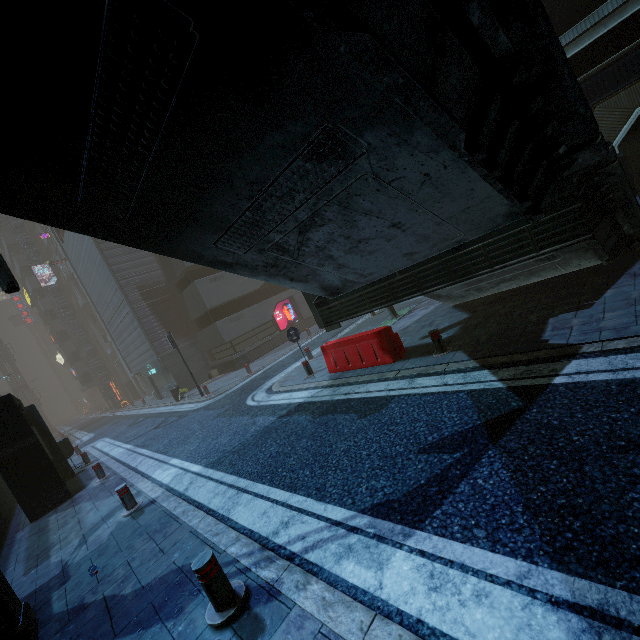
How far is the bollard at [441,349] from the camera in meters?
7.3

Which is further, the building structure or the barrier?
the building structure

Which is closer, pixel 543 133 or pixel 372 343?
pixel 543 133

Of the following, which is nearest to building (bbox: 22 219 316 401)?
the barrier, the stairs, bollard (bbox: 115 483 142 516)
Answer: bollard (bbox: 115 483 142 516)

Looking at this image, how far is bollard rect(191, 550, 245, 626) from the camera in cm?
327

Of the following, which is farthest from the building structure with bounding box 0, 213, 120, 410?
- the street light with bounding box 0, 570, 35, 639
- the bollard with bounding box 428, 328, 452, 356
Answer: the bollard with bounding box 428, 328, 452, 356

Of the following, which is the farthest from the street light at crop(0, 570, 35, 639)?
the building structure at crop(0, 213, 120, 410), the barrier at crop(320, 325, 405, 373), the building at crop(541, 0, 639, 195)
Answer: the building structure at crop(0, 213, 120, 410)

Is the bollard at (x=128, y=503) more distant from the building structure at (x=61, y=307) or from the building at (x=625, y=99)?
the building structure at (x=61, y=307)
